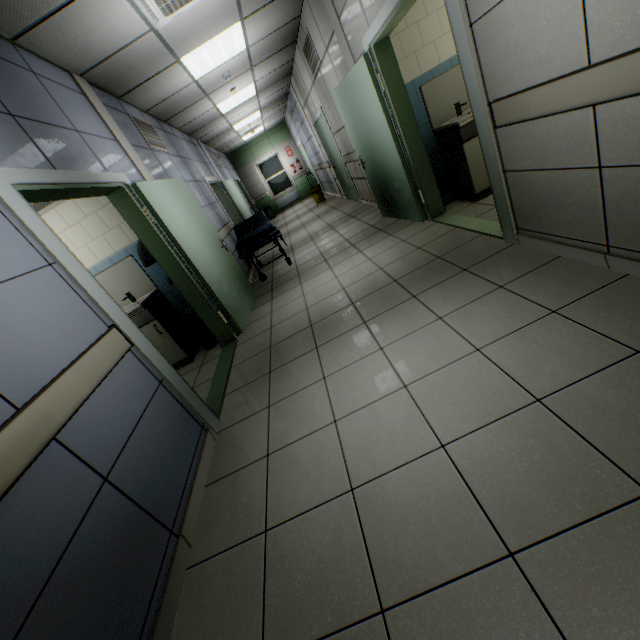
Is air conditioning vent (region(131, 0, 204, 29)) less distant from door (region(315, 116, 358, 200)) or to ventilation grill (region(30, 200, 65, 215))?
ventilation grill (region(30, 200, 65, 215))

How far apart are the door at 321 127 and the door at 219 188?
2.87m

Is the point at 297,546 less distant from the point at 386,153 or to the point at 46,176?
the point at 46,176

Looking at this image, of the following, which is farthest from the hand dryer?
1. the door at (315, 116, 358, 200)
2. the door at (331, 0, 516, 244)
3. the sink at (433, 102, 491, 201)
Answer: the door at (315, 116, 358, 200)

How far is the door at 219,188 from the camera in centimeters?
780cm

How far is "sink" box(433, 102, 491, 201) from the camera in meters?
3.7 m

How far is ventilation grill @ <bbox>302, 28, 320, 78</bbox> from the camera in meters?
5.3 m

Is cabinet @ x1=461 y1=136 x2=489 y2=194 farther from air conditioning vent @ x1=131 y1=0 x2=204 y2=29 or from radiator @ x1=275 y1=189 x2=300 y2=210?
radiator @ x1=275 y1=189 x2=300 y2=210
